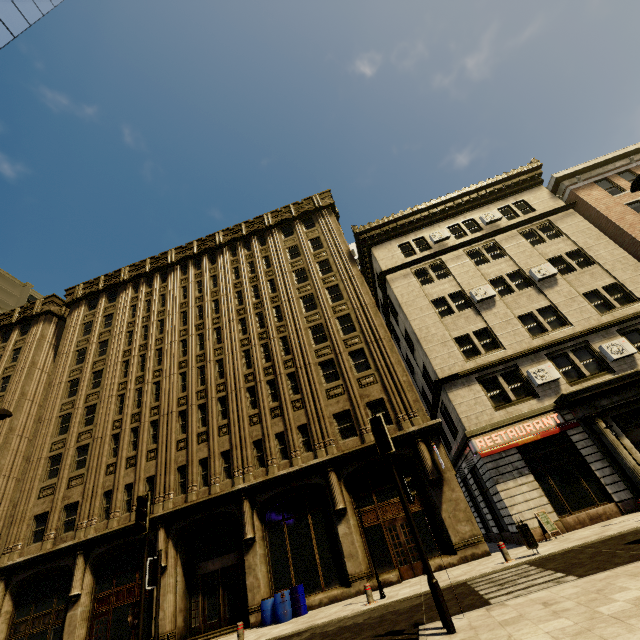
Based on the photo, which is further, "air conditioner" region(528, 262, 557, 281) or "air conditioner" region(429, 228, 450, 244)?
"air conditioner" region(429, 228, 450, 244)

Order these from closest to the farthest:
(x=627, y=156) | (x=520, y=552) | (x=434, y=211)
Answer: (x=520, y=552) → (x=627, y=156) → (x=434, y=211)

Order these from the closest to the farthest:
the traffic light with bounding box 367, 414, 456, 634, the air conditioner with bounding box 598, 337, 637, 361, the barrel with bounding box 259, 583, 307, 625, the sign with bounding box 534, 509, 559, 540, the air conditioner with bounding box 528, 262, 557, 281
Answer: the traffic light with bounding box 367, 414, 456, 634, the sign with bounding box 534, 509, 559, 540, the barrel with bounding box 259, 583, 307, 625, the air conditioner with bounding box 598, 337, 637, 361, the air conditioner with bounding box 528, 262, 557, 281

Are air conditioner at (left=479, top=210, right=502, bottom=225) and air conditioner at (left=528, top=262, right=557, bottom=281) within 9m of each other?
yes

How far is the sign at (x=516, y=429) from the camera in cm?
1577

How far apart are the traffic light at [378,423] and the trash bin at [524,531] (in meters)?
7.28

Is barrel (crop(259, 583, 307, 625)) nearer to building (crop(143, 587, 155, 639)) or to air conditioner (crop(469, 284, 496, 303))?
building (crop(143, 587, 155, 639))

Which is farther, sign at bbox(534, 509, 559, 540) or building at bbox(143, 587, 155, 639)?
building at bbox(143, 587, 155, 639)
